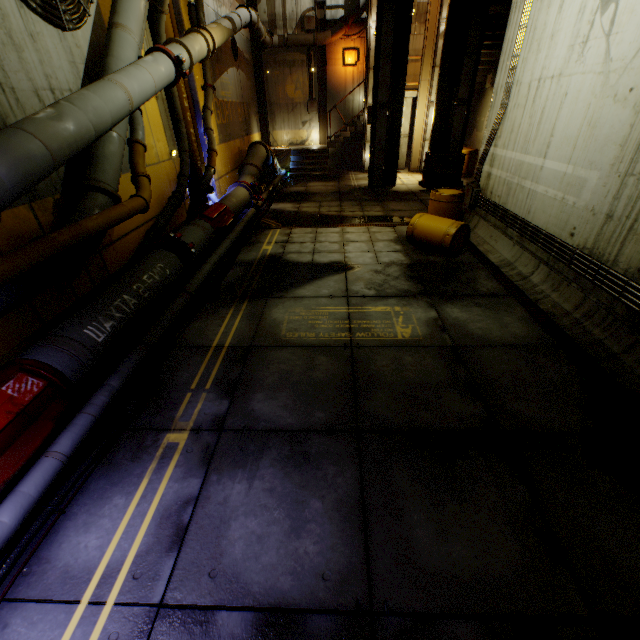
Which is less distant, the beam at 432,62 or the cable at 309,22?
the beam at 432,62

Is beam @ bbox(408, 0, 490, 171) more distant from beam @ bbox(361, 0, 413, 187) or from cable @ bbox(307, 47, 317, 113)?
cable @ bbox(307, 47, 317, 113)

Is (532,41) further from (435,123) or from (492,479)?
(492,479)

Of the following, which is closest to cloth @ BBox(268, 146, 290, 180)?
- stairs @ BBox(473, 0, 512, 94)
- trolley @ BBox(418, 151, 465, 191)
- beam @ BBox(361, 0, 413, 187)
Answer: stairs @ BBox(473, 0, 512, 94)

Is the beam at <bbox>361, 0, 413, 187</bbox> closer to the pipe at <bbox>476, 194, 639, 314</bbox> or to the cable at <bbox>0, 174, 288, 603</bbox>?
Result: the cable at <bbox>0, 174, 288, 603</bbox>

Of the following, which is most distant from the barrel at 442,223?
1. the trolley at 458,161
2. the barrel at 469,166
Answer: the barrel at 469,166

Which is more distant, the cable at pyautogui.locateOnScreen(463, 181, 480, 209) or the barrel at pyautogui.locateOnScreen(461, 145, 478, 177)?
the barrel at pyautogui.locateOnScreen(461, 145, 478, 177)

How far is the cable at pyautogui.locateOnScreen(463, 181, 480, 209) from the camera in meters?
8.5
